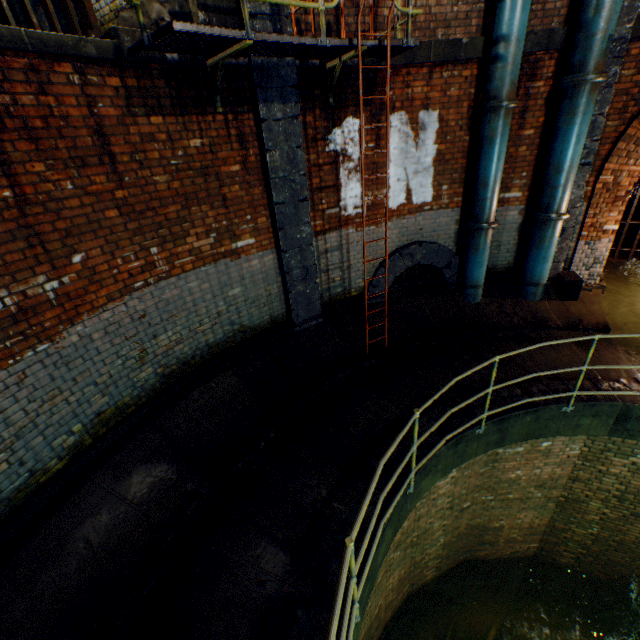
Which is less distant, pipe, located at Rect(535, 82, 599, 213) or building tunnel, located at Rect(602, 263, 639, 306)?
pipe, located at Rect(535, 82, 599, 213)

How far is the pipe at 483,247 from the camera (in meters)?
6.42

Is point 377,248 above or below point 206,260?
below

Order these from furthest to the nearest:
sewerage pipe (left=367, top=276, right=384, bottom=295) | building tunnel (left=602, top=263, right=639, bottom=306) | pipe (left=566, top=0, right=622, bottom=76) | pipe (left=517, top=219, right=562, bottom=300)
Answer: building tunnel (left=602, top=263, right=639, bottom=306) < sewerage pipe (left=367, top=276, right=384, bottom=295) < pipe (left=517, top=219, right=562, bottom=300) < pipe (left=566, top=0, right=622, bottom=76)

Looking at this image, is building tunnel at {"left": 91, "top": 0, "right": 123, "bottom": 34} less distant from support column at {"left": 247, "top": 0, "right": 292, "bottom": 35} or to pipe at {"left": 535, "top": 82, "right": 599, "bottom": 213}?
support column at {"left": 247, "top": 0, "right": 292, "bottom": 35}

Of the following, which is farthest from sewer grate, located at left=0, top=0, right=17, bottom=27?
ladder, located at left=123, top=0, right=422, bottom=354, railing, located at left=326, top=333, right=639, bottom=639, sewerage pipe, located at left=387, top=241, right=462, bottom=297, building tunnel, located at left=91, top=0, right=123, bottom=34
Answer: railing, located at left=326, top=333, right=639, bottom=639

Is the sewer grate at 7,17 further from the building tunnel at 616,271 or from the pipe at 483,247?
the building tunnel at 616,271

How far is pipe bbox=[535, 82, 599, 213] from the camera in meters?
5.2
